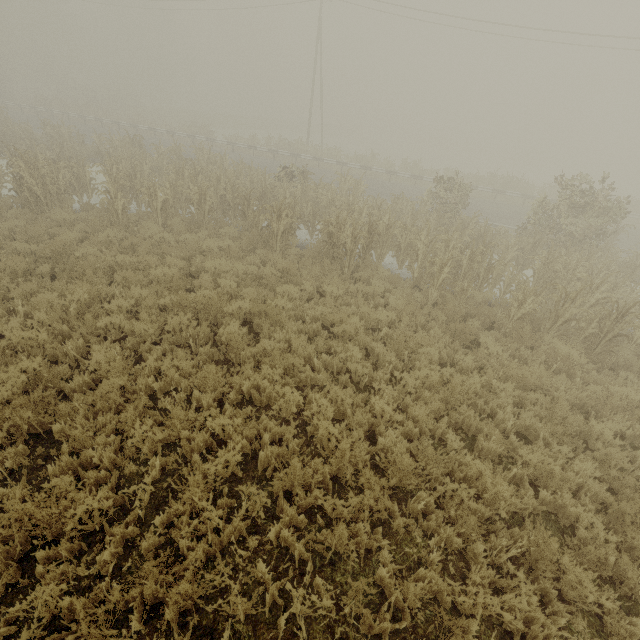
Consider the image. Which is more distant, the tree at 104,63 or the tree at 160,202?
the tree at 104,63

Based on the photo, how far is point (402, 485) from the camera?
4.72m

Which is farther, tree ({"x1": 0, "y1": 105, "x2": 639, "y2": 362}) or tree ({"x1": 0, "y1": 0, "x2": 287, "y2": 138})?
tree ({"x1": 0, "y1": 0, "x2": 287, "y2": 138})
